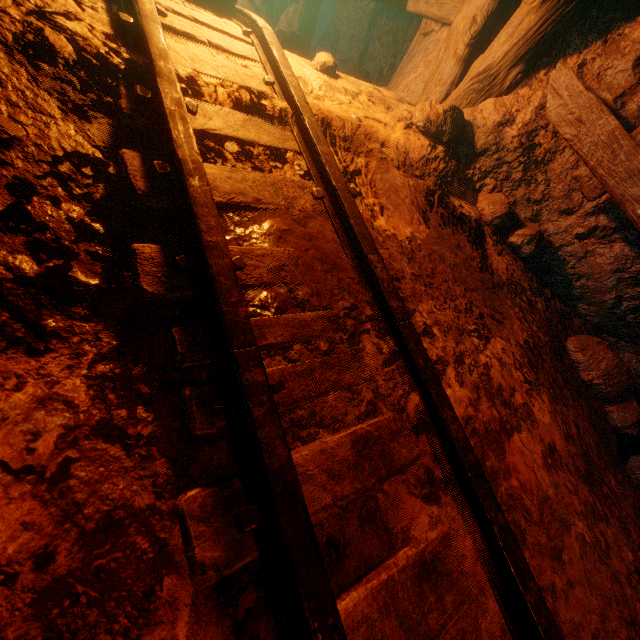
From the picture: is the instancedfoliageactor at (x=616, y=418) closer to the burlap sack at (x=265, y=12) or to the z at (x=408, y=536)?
the z at (x=408, y=536)

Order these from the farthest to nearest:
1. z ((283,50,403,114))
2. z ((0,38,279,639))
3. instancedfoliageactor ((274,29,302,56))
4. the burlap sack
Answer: the burlap sack, instancedfoliageactor ((274,29,302,56)), z ((283,50,403,114)), z ((0,38,279,639))

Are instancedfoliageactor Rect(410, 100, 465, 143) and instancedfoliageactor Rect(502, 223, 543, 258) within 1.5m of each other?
yes

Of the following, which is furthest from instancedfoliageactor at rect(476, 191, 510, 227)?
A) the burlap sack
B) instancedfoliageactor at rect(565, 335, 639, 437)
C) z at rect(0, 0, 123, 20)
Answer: the burlap sack

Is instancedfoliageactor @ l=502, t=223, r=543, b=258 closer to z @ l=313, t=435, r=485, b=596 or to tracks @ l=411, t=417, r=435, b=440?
z @ l=313, t=435, r=485, b=596

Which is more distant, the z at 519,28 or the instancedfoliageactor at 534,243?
the instancedfoliageactor at 534,243

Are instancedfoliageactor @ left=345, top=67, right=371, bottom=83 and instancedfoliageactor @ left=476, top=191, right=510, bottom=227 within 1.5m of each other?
no

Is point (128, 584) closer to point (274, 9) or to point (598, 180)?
point (598, 180)
